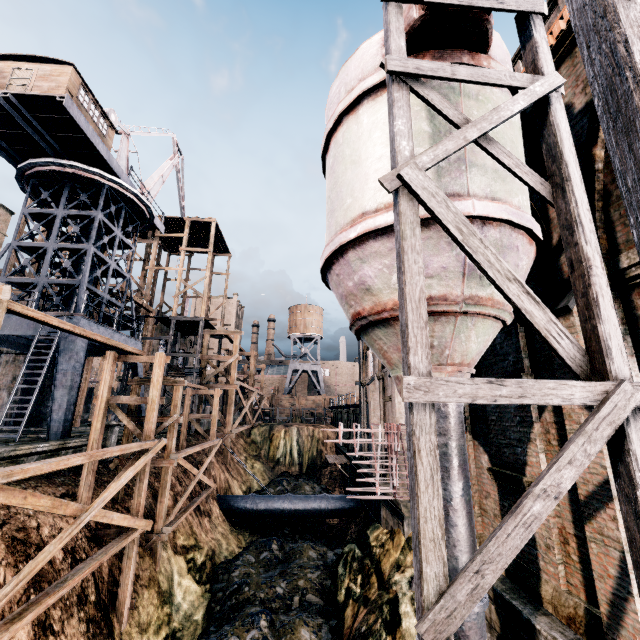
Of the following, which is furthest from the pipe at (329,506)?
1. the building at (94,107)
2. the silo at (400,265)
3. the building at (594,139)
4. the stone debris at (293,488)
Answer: the building at (94,107)

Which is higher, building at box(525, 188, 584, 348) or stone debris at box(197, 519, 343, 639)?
building at box(525, 188, 584, 348)

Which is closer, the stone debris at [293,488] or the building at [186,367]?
the building at [186,367]

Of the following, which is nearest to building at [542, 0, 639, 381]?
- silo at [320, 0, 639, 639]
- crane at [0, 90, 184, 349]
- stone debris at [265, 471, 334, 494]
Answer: silo at [320, 0, 639, 639]

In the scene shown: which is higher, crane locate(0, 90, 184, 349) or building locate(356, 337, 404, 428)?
crane locate(0, 90, 184, 349)

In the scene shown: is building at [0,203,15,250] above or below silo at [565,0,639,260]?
above

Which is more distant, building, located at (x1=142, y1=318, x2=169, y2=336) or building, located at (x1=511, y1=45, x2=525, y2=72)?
building, located at (x1=142, y1=318, x2=169, y2=336)

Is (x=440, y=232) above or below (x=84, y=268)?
below
